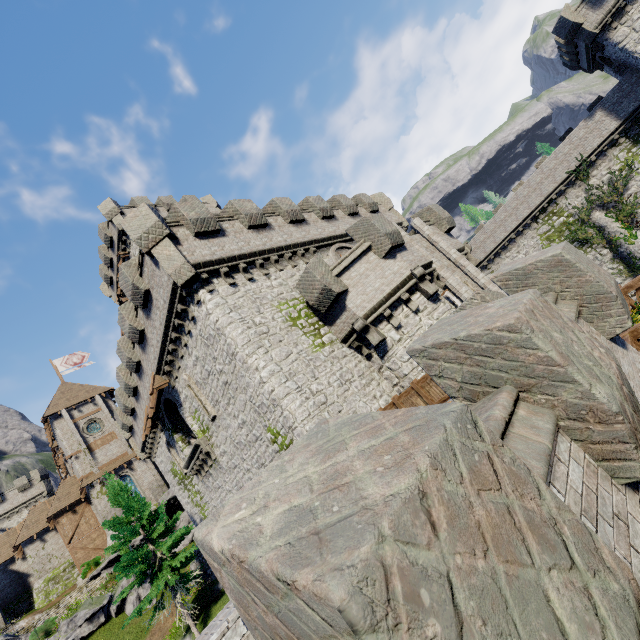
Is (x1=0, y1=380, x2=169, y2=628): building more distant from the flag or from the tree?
the tree

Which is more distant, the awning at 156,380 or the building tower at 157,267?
the awning at 156,380

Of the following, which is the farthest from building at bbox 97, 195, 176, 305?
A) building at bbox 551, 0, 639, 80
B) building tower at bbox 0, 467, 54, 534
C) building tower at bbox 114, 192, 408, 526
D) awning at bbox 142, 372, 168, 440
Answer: building tower at bbox 0, 467, 54, 534

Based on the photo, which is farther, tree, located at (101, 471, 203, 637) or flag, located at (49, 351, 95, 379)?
flag, located at (49, 351, 95, 379)

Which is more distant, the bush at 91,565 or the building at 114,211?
the bush at 91,565

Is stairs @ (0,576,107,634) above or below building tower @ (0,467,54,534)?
below

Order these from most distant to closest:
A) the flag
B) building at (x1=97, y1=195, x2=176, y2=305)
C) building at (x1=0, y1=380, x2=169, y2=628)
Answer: the flag
building at (x1=0, y1=380, x2=169, y2=628)
building at (x1=97, y1=195, x2=176, y2=305)

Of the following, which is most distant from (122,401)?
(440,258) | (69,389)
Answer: (69,389)
